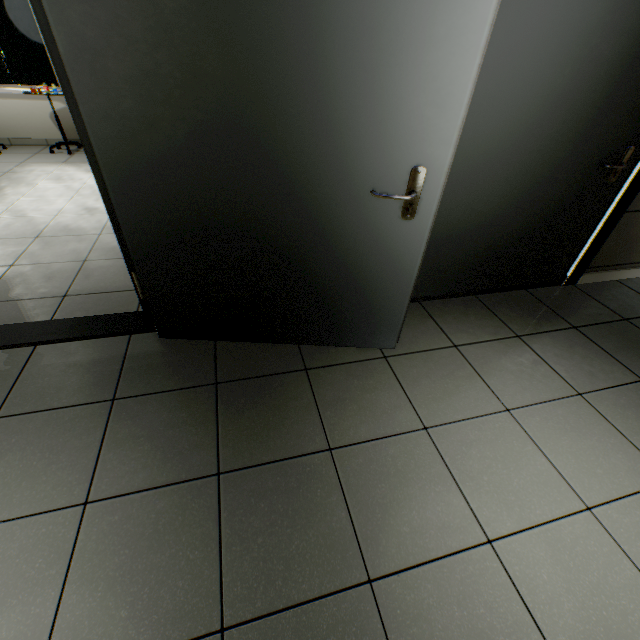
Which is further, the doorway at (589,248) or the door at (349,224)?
the doorway at (589,248)

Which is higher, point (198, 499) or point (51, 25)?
point (51, 25)

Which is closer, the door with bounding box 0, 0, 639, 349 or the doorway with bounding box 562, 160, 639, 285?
the door with bounding box 0, 0, 639, 349
